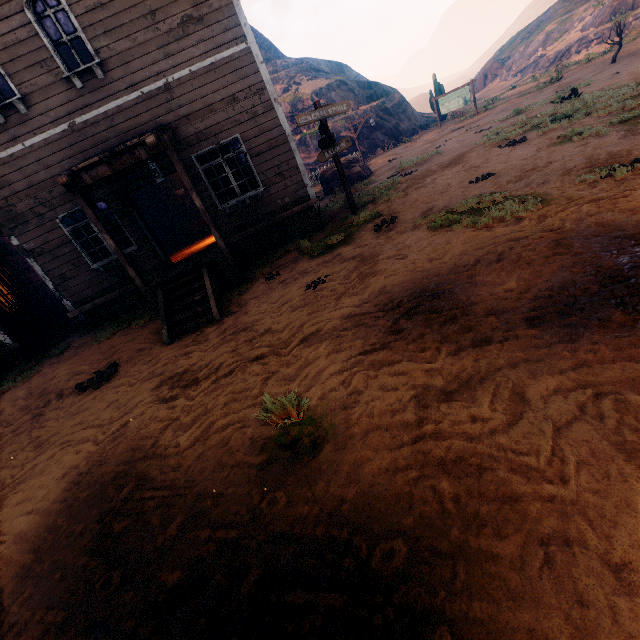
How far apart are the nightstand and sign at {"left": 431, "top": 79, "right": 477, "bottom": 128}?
20.8 meters

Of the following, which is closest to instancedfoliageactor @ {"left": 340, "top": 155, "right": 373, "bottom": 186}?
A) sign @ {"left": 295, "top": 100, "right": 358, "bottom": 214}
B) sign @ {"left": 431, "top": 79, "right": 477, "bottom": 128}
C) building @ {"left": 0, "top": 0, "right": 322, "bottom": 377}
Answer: building @ {"left": 0, "top": 0, "right": 322, "bottom": 377}

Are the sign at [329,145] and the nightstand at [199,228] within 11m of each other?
yes

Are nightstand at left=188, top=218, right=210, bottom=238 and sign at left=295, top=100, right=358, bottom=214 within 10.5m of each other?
yes

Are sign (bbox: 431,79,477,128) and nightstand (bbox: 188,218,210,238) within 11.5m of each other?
no

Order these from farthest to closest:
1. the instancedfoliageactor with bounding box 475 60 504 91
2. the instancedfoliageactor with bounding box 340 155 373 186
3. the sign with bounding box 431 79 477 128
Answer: the instancedfoliageactor with bounding box 475 60 504 91, the sign with bounding box 431 79 477 128, the instancedfoliageactor with bounding box 340 155 373 186

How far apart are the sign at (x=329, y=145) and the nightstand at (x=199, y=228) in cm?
721

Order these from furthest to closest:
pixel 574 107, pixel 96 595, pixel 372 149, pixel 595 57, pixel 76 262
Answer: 1. pixel 372 149
2. pixel 595 57
3. pixel 574 107
4. pixel 76 262
5. pixel 96 595
